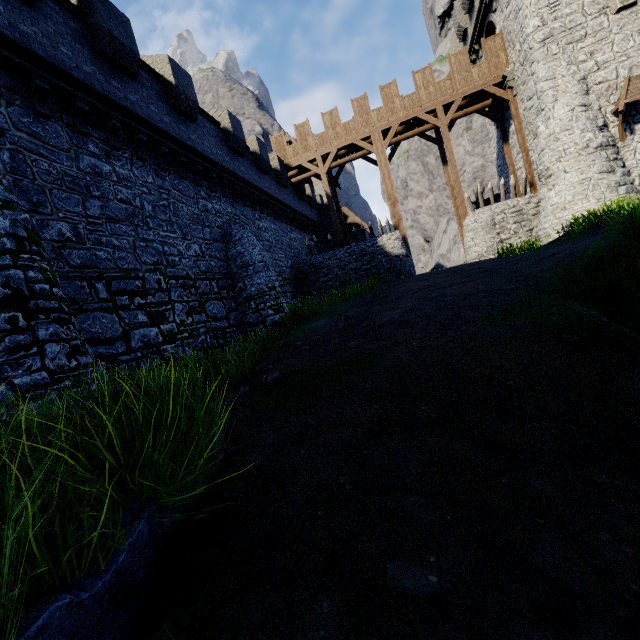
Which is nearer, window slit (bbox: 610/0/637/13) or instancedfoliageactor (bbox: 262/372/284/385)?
instancedfoliageactor (bbox: 262/372/284/385)

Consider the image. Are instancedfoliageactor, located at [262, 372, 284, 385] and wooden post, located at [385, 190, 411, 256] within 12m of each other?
no

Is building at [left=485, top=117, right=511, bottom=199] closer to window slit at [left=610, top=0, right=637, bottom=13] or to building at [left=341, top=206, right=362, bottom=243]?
window slit at [left=610, top=0, right=637, bottom=13]

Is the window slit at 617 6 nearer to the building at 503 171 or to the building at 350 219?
the building at 503 171

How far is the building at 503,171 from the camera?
22.5 meters

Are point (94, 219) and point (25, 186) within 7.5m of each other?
yes

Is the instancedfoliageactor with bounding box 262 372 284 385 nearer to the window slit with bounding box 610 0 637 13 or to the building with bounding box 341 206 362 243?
the window slit with bounding box 610 0 637 13

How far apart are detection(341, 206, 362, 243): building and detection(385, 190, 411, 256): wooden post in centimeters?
993cm
